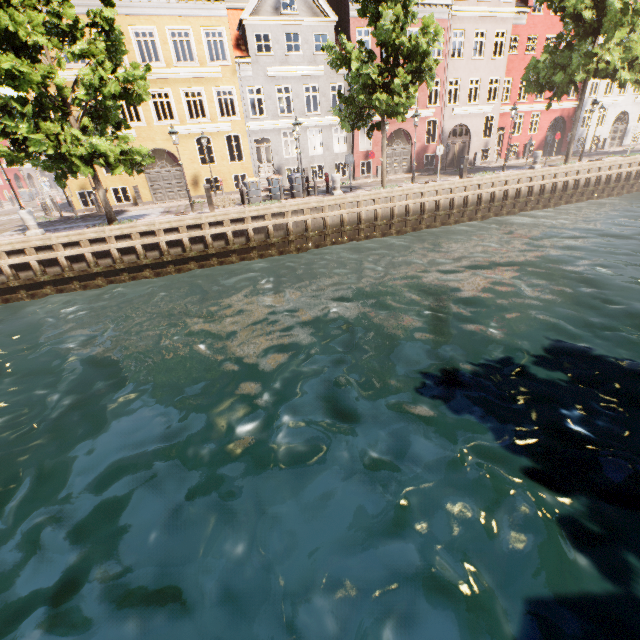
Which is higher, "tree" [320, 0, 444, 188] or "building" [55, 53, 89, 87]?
"building" [55, 53, 89, 87]

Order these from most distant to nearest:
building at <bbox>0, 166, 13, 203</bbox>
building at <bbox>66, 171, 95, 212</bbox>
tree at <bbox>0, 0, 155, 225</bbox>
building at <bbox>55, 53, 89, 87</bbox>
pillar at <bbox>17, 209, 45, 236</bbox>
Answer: building at <bbox>0, 166, 13, 203</bbox>, building at <bbox>66, 171, 95, 212</bbox>, building at <bbox>55, 53, 89, 87</bbox>, pillar at <bbox>17, 209, 45, 236</bbox>, tree at <bbox>0, 0, 155, 225</bbox>

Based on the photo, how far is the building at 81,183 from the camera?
20.47m

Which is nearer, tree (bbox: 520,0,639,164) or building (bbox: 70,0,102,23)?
tree (bbox: 520,0,639,164)

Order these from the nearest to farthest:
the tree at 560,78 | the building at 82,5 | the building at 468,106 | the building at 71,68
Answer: the tree at 560,78 → the building at 82,5 → the building at 71,68 → the building at 468,106

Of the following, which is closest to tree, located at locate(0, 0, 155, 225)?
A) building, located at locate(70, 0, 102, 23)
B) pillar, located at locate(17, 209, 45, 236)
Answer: pillar, located at locate(17, 209, 45, 236)

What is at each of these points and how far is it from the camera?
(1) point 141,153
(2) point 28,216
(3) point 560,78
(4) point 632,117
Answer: (1) tree, 13.0 meters
(2) pillar, 13.4 meters
(3) tree, 18.3 meters
(4) building, 33.0 meters
